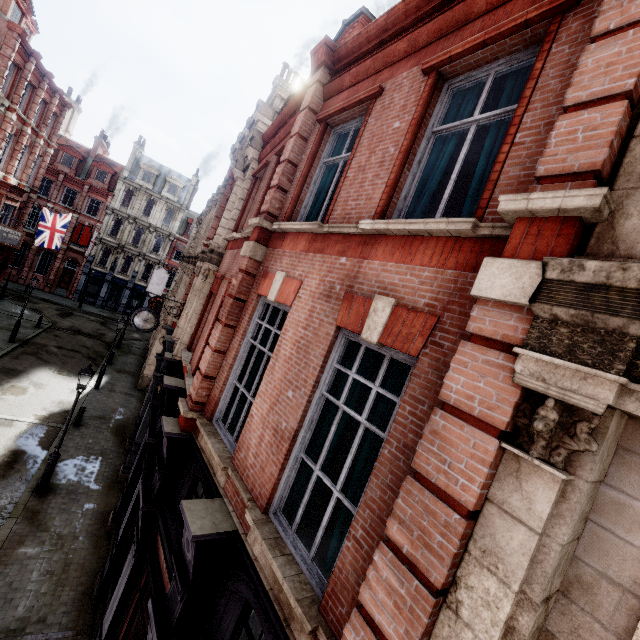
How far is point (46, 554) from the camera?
9.32m

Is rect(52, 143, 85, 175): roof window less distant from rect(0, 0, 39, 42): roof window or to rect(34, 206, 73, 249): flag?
rect(34, 206, 73, 249): flag

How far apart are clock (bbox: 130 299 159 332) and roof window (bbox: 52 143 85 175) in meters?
38.1

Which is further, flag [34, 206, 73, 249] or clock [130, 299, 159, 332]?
flag [34, 206, 73, 249]

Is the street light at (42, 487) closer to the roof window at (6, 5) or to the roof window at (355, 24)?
the roof window at (355, 24)

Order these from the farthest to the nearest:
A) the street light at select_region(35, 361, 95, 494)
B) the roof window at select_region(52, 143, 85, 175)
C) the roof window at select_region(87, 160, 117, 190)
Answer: the roof window at select_region(87, 160, 117, 190), the roof window at select_region(52, 143, 85, 175), the street light at select_region(35, 361, 95, 494)

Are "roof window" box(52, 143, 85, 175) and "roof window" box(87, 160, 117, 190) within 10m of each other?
yes

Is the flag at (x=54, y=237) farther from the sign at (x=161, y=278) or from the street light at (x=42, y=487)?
the street light at (x=42, y=487)
